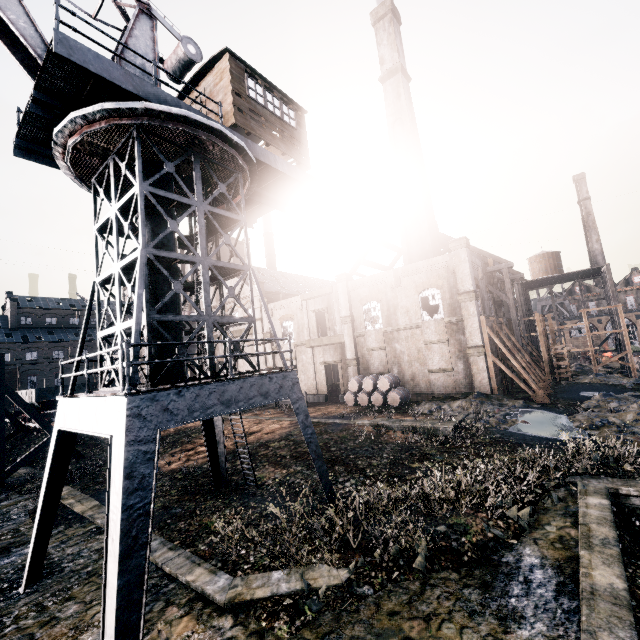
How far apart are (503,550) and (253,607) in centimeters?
735cm

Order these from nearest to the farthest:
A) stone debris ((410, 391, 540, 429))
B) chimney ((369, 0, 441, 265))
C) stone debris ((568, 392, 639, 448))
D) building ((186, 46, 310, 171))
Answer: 1. building ((186, 46, 310, 171))
2. stone debris ((568, 392, 639, 448))
3. stone debris ((410, 391, 540, 429))
4. chimney ((369, 0, 441, 265))

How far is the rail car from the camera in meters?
30.7

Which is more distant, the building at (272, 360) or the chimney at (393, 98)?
the building at (272, 360)

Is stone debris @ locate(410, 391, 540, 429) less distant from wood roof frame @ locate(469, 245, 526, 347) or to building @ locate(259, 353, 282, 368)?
building @ locate(259, 353, 282, 368)

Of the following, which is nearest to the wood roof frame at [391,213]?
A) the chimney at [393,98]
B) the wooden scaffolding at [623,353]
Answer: the wooden scaffolding at [623,353]

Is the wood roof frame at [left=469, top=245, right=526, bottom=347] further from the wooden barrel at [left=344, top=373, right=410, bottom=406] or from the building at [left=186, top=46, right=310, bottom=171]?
the building at [left=186, top=46, right=310, bottom=171]

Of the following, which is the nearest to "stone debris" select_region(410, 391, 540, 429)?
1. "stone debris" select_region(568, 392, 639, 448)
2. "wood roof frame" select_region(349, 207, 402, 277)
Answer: "stone debris" select_region(568, 392, 639, 448)
